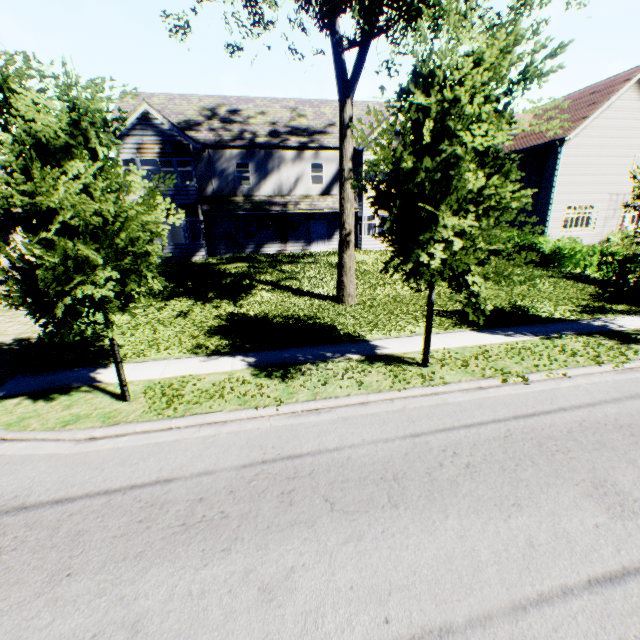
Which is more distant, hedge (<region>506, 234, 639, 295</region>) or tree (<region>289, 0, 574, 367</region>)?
hedge (<region>506, 234, 639, 295</region>)

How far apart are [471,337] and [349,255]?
5.4 meters

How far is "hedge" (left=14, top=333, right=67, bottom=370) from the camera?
8.49m

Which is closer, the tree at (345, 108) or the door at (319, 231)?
the tree at (345, 108)

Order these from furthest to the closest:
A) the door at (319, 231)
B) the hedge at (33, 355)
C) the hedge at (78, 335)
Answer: the door at (319, 231)
the hedge at (78, 335)
the hedge at (33, 355)

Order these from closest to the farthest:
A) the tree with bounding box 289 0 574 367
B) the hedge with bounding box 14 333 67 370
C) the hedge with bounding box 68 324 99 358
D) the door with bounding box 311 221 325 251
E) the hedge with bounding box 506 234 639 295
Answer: the tree with bounding box 289 0 574 367, the hedge with bounding box 14 333 67 370, the hedge with bounding box 68 324 99 358, the hedge with bounding box 506 234 639 295, the door with bounding box 311 221 325 251

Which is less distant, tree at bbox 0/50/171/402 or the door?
tree at bbox 0/50/171/402

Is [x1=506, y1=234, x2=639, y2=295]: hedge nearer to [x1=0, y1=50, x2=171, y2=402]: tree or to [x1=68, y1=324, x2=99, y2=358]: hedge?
[x1=0, y1=50, x2=171, y2=402]: tree
